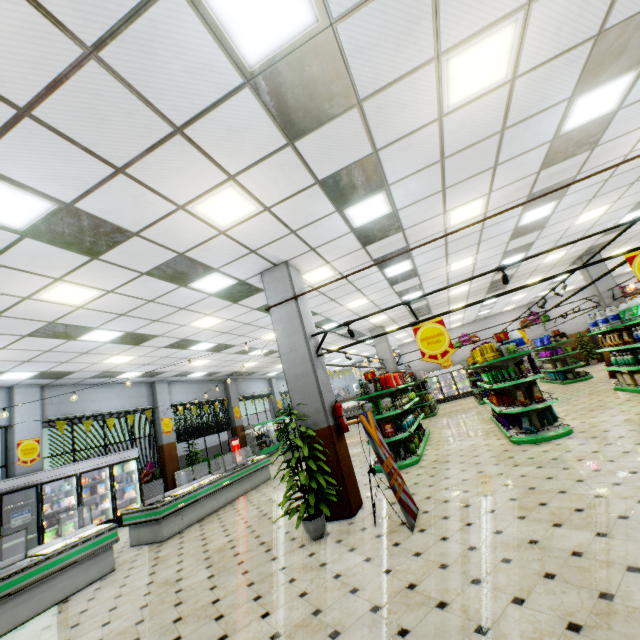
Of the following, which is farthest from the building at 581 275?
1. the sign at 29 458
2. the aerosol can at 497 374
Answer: the aerosol can at 497 374

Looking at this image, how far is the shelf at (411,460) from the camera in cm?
809

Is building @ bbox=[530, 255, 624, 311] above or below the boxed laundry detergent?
above

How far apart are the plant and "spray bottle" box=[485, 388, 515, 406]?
5.6 meters

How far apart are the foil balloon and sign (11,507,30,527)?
3.5 meters

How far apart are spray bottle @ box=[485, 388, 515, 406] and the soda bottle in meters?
12.7 m

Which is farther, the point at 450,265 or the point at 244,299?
the point at 450,265

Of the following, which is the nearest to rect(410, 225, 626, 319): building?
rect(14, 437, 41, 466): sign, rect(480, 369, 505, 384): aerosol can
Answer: rect(14, 437, 41, 466): sign
